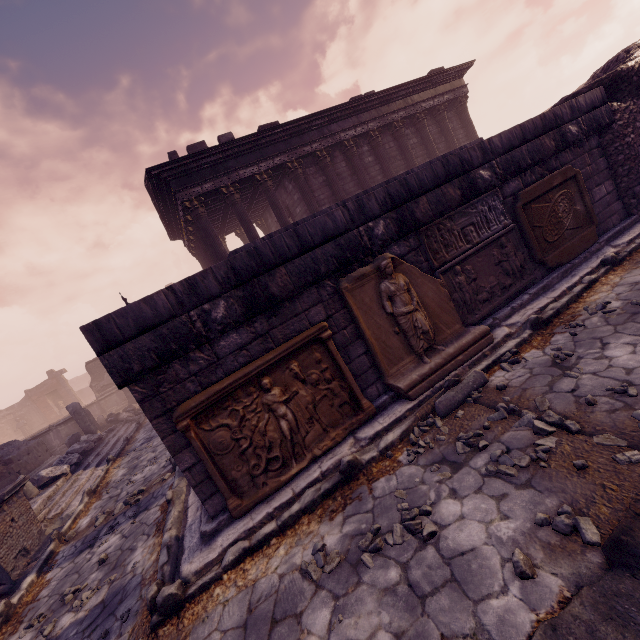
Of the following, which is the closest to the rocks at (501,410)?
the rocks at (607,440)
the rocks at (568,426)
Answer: the rocks at (568,426)

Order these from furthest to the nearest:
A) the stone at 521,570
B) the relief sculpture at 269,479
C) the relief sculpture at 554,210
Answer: the relief sculpture at 554,210
the relief sculpture at 269,479
the stone at 521,570

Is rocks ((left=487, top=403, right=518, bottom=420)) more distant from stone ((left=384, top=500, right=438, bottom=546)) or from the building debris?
the building debris

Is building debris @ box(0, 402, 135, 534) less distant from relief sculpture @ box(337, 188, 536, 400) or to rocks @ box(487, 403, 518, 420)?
relief sculpture @ box(337, 188, 536, 400)

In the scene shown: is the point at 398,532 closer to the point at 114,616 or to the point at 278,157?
the point at 114,616

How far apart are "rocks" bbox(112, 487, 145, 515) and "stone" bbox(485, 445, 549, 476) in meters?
6.6

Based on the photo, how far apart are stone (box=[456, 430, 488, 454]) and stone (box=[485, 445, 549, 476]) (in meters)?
0.13

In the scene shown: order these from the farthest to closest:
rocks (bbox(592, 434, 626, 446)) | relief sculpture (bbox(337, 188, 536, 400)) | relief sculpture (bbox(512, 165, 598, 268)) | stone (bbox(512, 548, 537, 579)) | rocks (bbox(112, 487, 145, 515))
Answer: rocks (bbox(112, 487, 145, 515)), relief sculpture (bbox(512, 165, 598, 268)), relief sculpture (bbox(337, 188, 536, 400)), rocks (bbox(592, 434, 626, 446)), stone (bbox(512, 548, 537, 579))
